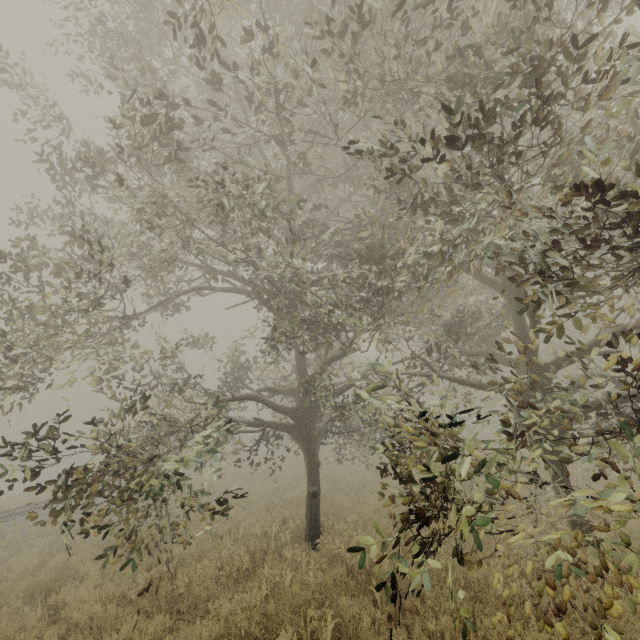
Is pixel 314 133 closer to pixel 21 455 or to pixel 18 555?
pixel 21 455

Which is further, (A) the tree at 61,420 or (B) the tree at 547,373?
(A) the tree at 61,420

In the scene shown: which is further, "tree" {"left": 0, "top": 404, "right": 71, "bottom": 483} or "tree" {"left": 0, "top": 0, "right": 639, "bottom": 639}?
"tree" {"left": 0, "top": 404, "right": 71, "bottom": 483}
